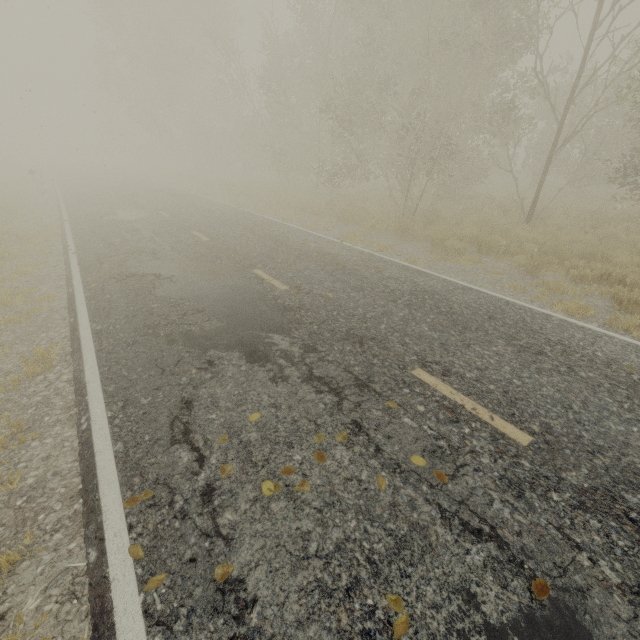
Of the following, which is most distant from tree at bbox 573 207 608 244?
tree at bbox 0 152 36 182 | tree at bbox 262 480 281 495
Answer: tree at bbox 0 152 36 182

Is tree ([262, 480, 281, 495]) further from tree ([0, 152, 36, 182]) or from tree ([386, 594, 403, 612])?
tree ([0, 152, 36, 182])

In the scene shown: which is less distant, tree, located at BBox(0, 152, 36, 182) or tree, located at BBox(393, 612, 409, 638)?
tree, located at BBox(393, 612, 409, 638)

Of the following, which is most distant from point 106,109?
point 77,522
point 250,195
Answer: point 77,522

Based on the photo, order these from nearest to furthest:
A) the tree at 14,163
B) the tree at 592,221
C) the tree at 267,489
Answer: the tree at 267,489
the tree at 592,221
the tree at 14,163

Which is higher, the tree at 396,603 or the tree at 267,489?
the tree at 396,603
